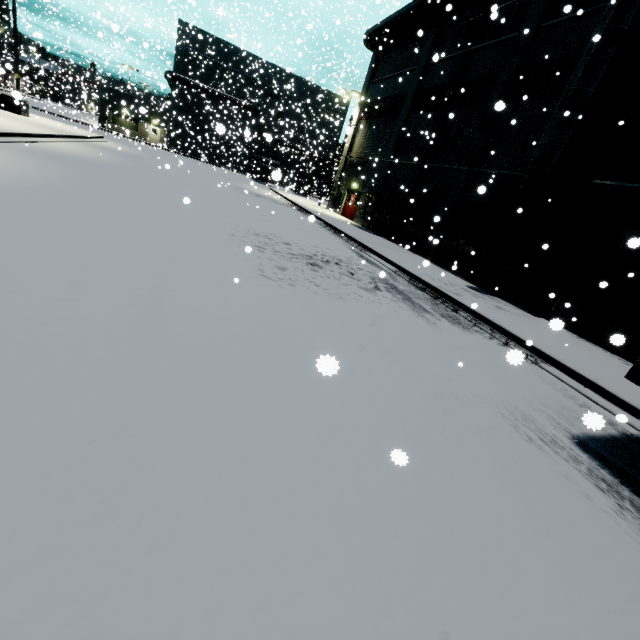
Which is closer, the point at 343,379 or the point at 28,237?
the point at 343,379

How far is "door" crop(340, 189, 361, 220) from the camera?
26.92m

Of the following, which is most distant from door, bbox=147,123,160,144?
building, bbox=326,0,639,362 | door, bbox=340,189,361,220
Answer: door, bbox=340,189,361,220

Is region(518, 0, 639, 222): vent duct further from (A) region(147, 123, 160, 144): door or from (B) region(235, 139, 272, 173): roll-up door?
(A) region(147, 123, 160, 144): door

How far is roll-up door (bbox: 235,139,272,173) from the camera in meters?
48.5

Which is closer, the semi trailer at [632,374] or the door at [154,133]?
the semi trailer at [632,374]

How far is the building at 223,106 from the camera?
37.8m

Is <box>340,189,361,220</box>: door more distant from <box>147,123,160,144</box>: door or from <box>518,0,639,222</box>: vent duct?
<box>147,123,160,144</box>: door
